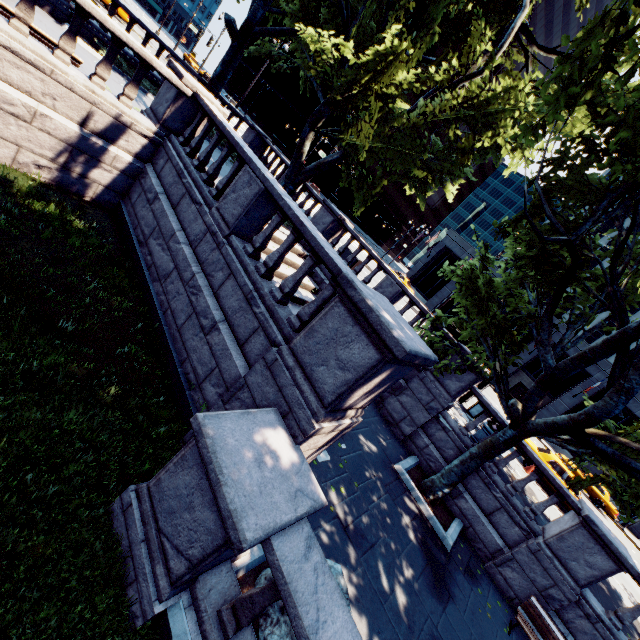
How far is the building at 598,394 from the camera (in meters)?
32.56

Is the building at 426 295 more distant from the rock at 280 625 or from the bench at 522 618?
the rock at 280 625

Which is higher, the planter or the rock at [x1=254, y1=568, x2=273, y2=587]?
the planter

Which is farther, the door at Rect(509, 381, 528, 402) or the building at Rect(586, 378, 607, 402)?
the door at Rect(509, 381, 528, 402)

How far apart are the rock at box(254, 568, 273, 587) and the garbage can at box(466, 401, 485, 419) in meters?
12.1

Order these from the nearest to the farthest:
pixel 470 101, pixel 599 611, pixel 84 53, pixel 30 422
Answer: pixel 30 422 < pixel 599 611 < pixel 84 53 < pixel 470 101

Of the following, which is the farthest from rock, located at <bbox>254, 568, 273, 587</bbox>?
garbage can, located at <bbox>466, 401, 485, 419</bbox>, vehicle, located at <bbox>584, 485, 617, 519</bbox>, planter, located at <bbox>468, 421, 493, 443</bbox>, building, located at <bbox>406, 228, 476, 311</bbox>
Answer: building, located at <bbox>406, 228, 476, 311</bbox>

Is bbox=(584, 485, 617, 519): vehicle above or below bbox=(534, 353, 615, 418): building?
below
